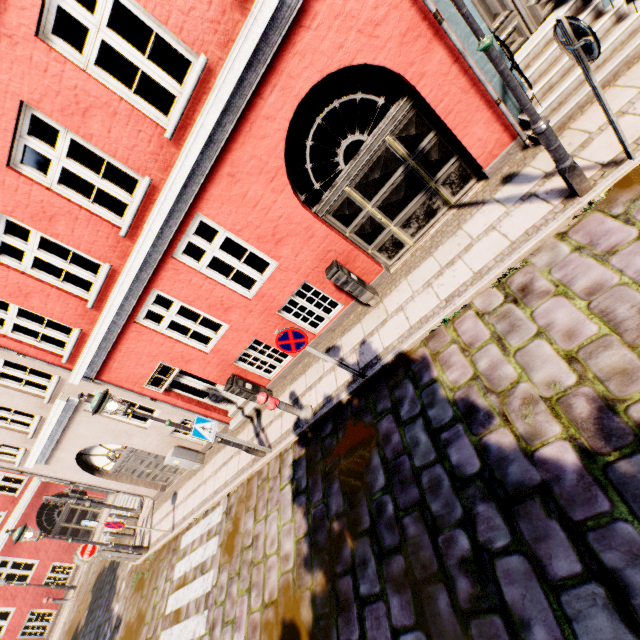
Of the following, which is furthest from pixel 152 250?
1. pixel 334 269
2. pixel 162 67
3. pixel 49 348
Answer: pixel 162 67

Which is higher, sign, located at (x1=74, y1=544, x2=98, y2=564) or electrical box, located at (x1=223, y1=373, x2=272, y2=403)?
sign, located at (x1=74, y1=544, x2=98, y2=564)

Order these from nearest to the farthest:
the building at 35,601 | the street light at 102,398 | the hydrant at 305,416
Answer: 1. the street light at 102,398
2. the hydrant at 305,416
3. the building at 35,601

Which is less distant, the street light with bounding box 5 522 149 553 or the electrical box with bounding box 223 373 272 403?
the electrical box with bounding box 223 373 272 403

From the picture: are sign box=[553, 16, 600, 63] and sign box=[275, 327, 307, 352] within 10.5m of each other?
yes

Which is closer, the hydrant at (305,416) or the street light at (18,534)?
the hydrant at (305,416)

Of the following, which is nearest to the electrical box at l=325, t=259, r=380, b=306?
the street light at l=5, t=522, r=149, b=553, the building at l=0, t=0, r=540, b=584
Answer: the street light at l=5, t=522, r=149, b=553

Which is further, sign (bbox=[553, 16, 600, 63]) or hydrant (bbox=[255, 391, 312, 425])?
hydrant (bbox=[255, 391, 312, 425])
